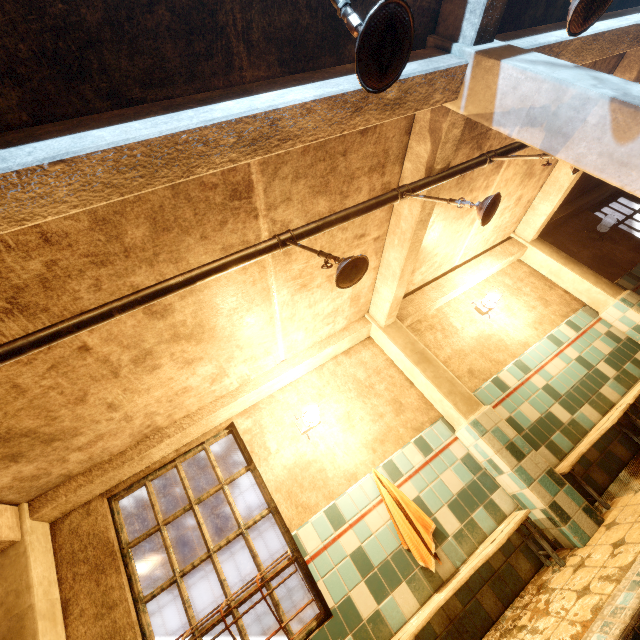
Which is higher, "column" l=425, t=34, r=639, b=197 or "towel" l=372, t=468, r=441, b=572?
"column" l=425, t=34, r=639, b=197

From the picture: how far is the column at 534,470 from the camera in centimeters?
288cm

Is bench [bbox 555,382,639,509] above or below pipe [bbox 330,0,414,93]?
below

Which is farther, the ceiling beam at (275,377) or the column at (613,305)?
the column at (613,305)

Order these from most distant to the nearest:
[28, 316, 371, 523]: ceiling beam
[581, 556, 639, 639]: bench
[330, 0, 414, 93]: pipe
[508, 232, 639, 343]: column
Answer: [508, 232, 639, 343]: column → [28, 316, 371, 523]: ceiling beam → [581, 556, 639, 639]: bench → [330, 0, 414, 93]: pipe

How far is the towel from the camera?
2.8 meters

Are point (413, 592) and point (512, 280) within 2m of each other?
no

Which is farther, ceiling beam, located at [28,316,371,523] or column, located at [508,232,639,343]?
column, located at [508,232,639,343]
